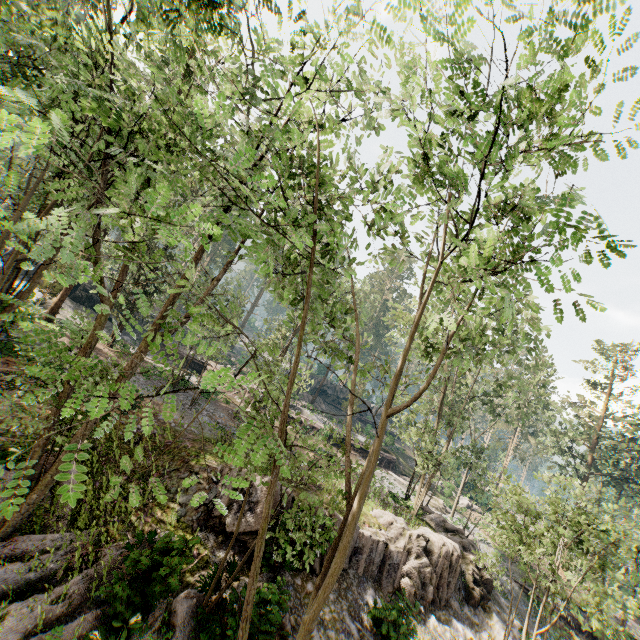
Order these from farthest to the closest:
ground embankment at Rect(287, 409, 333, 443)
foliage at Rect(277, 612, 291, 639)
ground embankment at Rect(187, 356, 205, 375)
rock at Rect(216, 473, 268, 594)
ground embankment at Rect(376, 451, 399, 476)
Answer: ground embankment at Rect(376, 451, 399, 476) < ground embankment at Rect(187, 356, 205, 375) < ground embankment at Rect(287, 409, 333, 443) < rock at Rect(216, 473, 268, 594) < foliage at Rect(277, 612, 291, 639)

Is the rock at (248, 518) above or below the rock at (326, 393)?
below

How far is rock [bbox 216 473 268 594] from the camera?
10.2 meters

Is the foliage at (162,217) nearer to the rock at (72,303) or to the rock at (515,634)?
the rock at (515,634)

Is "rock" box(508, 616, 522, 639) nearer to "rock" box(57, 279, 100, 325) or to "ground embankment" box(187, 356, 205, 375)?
"ground embankment" box(187, 356, 205, 375)

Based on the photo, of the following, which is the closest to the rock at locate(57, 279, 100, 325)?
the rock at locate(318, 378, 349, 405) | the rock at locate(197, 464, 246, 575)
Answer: the rock at locate(318, 378, 349, 405)

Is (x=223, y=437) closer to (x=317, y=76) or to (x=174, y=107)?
(x=174, y=107)

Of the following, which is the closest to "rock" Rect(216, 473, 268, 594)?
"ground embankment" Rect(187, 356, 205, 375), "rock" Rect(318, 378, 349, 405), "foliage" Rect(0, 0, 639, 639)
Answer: "foliage" Rect(0, 0, 639, 639)
